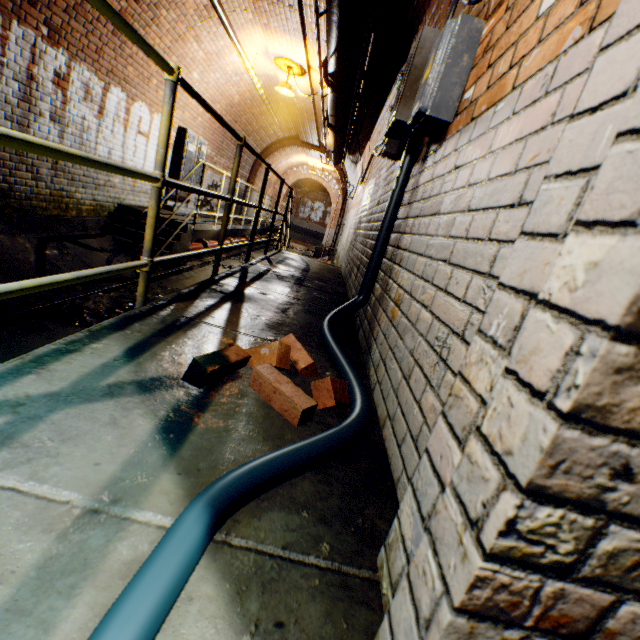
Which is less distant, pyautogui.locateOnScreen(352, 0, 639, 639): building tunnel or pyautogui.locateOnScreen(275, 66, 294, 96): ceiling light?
pyautogui.locateOnScreen(352, 0, 639, 639): building tunnel

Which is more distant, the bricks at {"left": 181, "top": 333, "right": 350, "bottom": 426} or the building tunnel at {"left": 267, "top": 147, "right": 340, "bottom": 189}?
the building tunnel at {"left": 267, "top": 147, "right": 340, "bottom": 189}

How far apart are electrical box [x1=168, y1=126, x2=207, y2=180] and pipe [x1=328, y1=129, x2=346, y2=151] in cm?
326

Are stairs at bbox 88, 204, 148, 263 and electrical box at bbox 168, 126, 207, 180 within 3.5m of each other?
yes

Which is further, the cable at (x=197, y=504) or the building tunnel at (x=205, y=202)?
the building tunnel at (x=205, y=202)

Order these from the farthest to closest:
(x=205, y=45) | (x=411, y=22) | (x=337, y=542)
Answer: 1. (x=205, y=45)
2. (x=411, y=22)
3. (x=337, y=542)

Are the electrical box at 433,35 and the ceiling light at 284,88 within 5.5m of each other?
no
